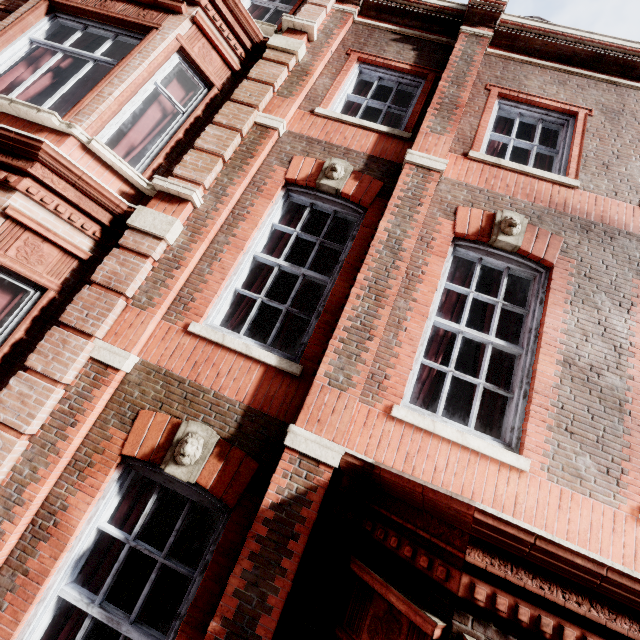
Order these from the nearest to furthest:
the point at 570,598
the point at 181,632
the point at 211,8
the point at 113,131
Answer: the point at 570,598
the point at 181,632
the point at 113,131
the point at 211,8
